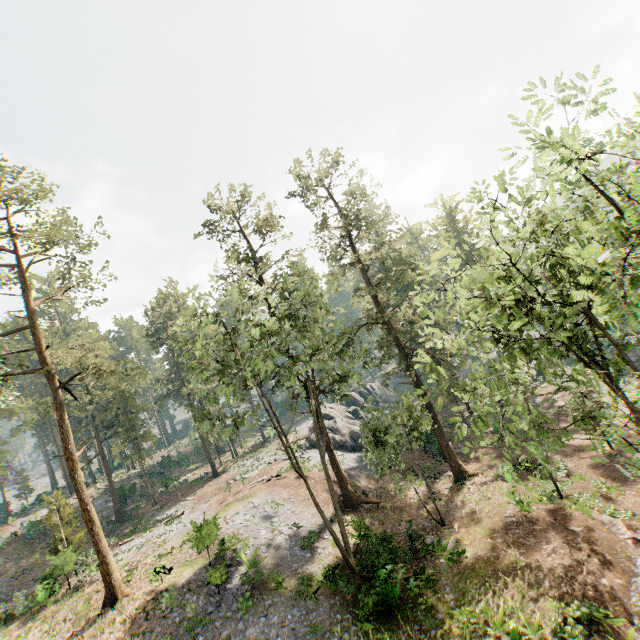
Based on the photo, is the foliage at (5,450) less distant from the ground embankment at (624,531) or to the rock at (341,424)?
the ground embankment at (624,531)

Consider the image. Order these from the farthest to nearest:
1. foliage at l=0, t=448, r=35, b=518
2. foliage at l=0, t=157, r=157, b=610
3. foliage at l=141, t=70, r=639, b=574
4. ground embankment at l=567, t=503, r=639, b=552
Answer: foliage at l=0, t=448, r=35, b=518 → foliage at l=0, t=157, r=157, b=610 → ground embankment at l=567, t=503, r=639, b=552 → foliage at l=141, t=70, r=639, b=574

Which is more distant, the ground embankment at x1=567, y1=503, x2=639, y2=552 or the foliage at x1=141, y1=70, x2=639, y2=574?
the ground embankment at x1=567, y1=503, x2=639, y2=552

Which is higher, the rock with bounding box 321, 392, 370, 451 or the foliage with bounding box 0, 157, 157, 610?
the foliage with bounding box 0, 157, 157, 610

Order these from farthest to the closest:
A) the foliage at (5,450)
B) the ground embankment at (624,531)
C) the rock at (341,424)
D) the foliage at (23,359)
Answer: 1. the foliage at (5,450)
2. the rock at (341,424)
3. the foliage at (23,359)
4. the ground embankment at (624,531)

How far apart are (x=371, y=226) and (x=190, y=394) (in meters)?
33.25

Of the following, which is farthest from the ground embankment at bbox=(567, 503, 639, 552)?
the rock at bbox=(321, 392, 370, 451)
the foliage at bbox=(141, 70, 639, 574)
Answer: the rock at bbox=(321, 392, 370, 451)

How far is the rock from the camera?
39.7m
